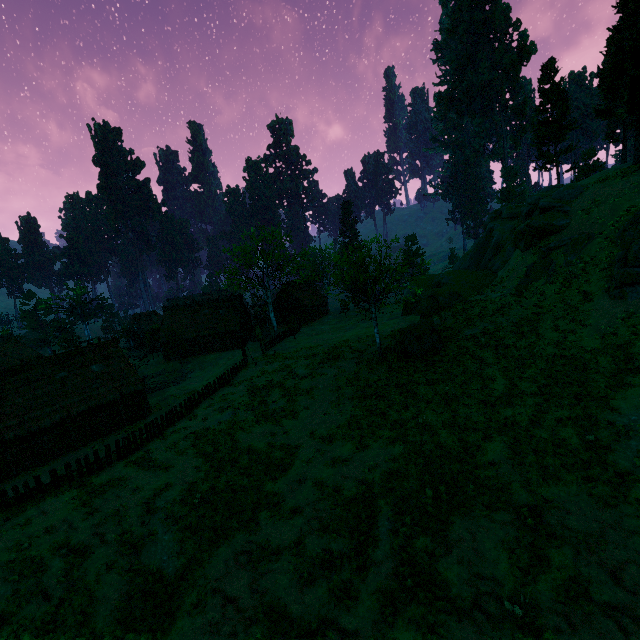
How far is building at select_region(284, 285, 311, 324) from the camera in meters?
58.8 m

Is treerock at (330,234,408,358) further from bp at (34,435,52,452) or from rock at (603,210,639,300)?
bp at (34,435,52,452)

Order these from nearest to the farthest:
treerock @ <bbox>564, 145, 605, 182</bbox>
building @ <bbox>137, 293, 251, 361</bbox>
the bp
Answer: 1. the bp
2. treerock @ <bbox>564, 145, 605, 182</bbox>
3. building @ <bbox>137, 293, 251, 361</bbox>

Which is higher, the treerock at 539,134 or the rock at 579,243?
the treerock at 539,134

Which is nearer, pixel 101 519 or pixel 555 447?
pixel 555 447

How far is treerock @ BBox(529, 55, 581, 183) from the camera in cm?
3869

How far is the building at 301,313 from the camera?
58.8 meters

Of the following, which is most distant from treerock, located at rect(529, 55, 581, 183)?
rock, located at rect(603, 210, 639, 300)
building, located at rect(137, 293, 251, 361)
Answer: rock, located at rect(603, 210, 639, 300)
